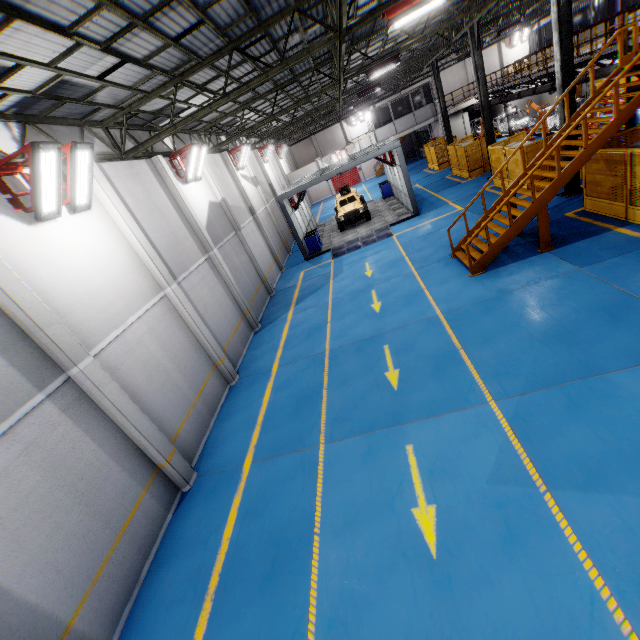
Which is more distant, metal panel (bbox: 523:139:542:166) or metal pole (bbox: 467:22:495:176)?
metal pole (bbox: 467:22:495:176)

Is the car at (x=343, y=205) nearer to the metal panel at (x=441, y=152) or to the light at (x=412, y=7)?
the metal panel at (x=441, y=152)

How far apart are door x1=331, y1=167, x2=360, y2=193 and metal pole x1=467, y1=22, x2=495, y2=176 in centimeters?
2641cm

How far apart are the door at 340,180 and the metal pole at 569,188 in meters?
33.9 m

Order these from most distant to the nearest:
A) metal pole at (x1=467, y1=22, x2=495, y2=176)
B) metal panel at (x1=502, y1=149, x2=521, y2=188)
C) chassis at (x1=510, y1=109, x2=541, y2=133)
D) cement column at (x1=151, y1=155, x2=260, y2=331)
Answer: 1. chassis at (x1=510, y1=109, x2=541, y2=133)
2. metal pole at (x1=467, y1=22, x2=495, y2=176)
3. metal panel at (x1=502, y1=149, x2=521, y2=188)
4. cement column at (x1=151, y1=155, x2=260, y2=331)

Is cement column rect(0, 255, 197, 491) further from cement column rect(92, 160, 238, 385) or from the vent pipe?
the vent pipe

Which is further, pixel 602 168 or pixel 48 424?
pixel 602 168

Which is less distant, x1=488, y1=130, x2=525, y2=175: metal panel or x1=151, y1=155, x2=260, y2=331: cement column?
x1=151, y1=155, x2=260, y2=331: cement column
